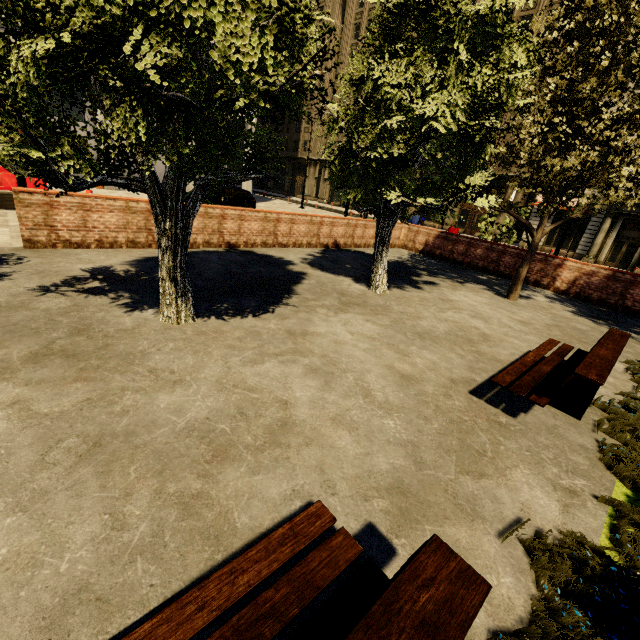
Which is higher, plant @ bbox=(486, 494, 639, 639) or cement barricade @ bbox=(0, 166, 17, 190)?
cement barricade @ bbox=(0, 166, 17, 190)

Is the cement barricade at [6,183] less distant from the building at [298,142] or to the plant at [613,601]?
the building at [298,142]

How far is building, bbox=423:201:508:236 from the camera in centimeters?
3148cm

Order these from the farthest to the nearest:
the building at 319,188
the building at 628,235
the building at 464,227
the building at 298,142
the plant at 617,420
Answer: the building at 298,142
the building at 319,188
the building at 464,227
the building at 628,235
the plant at 617,420

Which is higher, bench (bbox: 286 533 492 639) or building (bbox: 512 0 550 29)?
building (bbox: 512 0 550 29)

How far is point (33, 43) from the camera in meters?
2.4

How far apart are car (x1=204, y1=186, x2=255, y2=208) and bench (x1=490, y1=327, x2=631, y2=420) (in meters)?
16.30
